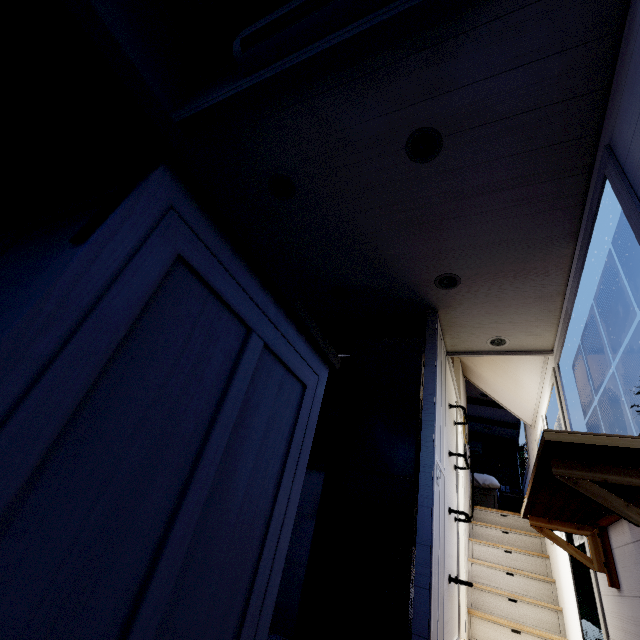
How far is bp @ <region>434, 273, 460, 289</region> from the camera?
2.70m

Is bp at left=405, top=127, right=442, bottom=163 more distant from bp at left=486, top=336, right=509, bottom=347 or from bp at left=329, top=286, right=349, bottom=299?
bp at left=486, top=336, right=509, bottom=347

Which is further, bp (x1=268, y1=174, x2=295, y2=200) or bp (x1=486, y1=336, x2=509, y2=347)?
bp (x1=486, y1=336, x2=509, y2=347)

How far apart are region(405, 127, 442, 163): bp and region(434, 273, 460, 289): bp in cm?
101

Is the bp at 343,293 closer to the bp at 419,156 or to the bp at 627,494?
the bp at 419,156

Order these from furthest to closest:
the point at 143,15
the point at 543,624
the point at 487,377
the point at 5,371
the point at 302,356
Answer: the point at 487,377 → the point at 543,624 → the point at 143,15 → the point at 302,356 → the point at 5,371

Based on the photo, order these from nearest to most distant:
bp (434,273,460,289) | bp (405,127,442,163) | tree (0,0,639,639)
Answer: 1. tree (0,0,639,639)
2. bp (405,127,442,163)
3. bp (434,273,460,289)

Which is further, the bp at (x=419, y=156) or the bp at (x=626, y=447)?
the bp at (x=419, y=156)
